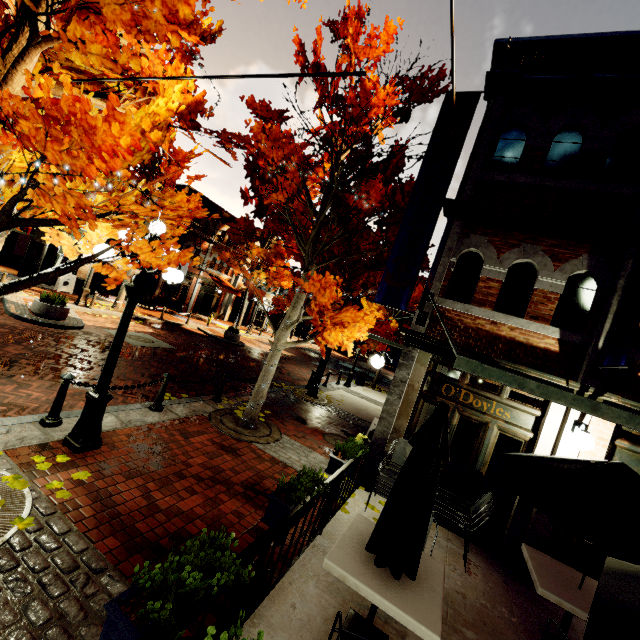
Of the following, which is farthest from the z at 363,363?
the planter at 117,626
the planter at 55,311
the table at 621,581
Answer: the planter at 117,626

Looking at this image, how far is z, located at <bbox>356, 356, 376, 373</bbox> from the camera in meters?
33.0 m

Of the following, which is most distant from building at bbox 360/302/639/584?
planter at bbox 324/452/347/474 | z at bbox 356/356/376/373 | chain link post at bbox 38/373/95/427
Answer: chain link post at bbox 38/373/95/427

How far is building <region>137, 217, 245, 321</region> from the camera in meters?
24.0 m

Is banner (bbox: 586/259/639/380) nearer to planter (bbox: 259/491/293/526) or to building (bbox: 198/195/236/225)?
building (bbox: 198/195/236/225)

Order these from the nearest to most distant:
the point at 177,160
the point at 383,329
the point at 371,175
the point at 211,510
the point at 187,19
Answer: the point at 187,19, the point at 211,510, the point at 371,175, the point at 383,329, the point at 177,160

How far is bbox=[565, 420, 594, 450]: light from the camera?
4.94m

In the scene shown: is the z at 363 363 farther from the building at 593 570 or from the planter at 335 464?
the planter at 335 464
